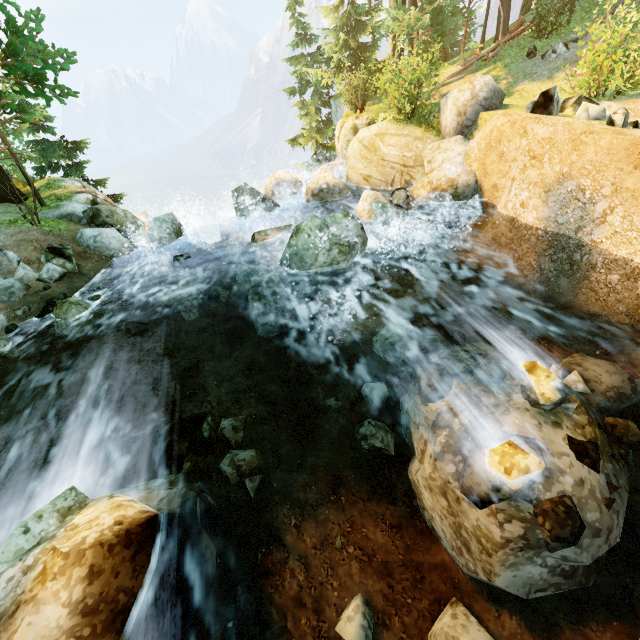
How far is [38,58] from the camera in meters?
10.3 m

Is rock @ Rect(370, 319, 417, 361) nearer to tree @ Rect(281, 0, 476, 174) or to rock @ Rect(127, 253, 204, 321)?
rock @ Rect(127, 253, 204, 321)

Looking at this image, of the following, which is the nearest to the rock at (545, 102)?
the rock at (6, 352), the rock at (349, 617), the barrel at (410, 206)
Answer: the barrel at (410, 206)

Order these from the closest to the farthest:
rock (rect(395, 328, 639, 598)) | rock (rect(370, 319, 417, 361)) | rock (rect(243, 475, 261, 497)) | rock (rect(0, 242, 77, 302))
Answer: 1. rock (rect(395, 328, 639, 598))
2. rock (rect(243, 475, 261, 497))
3. rock (rect(370, 319, 417, 361))
4. rock (rect(0, 242, 77, 302))

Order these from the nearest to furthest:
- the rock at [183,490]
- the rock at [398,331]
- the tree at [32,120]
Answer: the rock at [183,490], the rock at [398,331], the tree at [32,120]

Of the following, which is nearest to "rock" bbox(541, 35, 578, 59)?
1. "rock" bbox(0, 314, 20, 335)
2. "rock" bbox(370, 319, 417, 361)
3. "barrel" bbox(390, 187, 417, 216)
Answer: "barrel" bbox(390, 187, 417, 216)

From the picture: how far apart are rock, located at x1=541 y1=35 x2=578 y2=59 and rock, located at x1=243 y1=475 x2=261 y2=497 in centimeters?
1983cm

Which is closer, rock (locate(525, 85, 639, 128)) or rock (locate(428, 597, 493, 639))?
rock (locate(428, 597, 493, 639))
